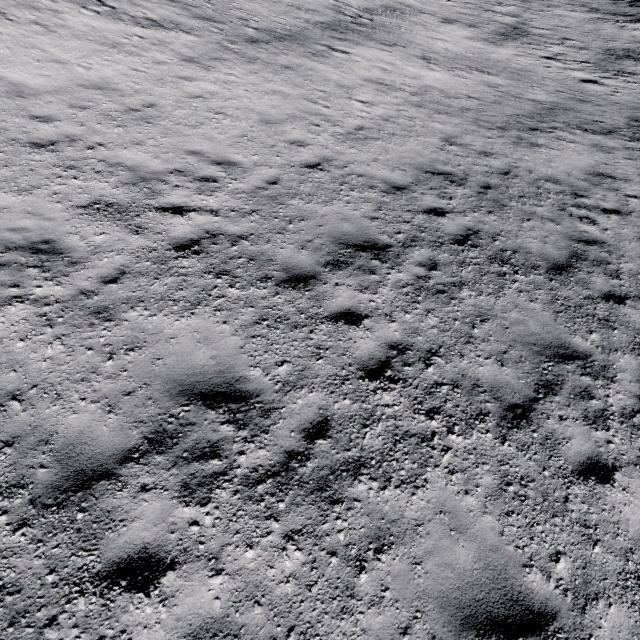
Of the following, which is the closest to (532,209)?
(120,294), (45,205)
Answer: (120,294)
